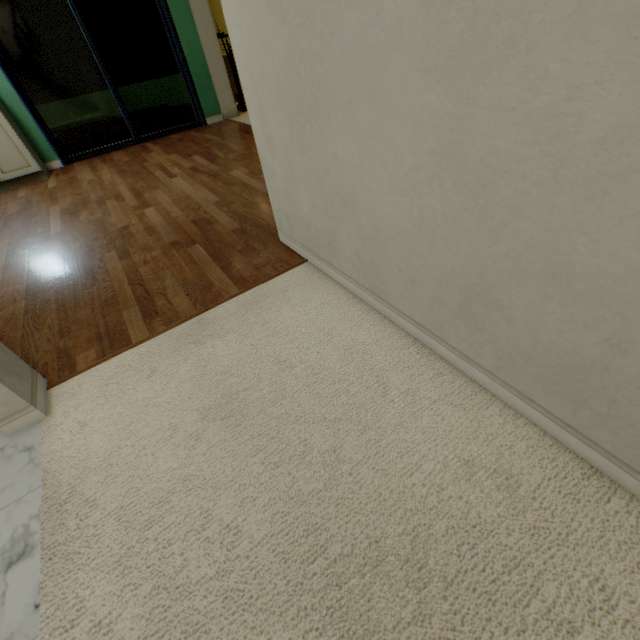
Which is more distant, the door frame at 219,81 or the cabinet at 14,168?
the door frame at 219,81

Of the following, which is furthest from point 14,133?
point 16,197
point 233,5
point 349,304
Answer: point 349,304

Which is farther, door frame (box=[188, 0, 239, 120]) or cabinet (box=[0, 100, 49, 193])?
door frame (box=[188, 0, 239, 120])
